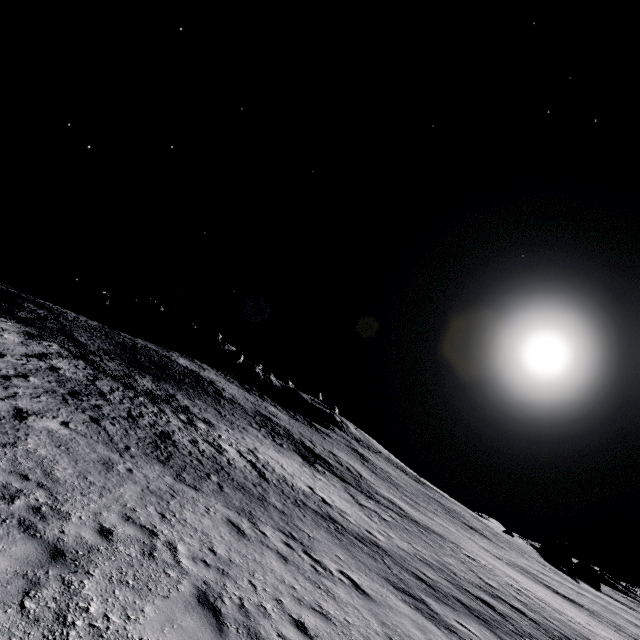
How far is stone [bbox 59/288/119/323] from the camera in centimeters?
5409cm

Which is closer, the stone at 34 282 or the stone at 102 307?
the stone at 102 307

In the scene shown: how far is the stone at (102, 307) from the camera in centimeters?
5409cm

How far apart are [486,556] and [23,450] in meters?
36.6

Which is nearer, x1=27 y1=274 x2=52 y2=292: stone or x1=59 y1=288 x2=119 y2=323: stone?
x1=59 y1=288 x2=119 y2=323: stone

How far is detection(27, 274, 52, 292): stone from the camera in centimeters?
5503cm
